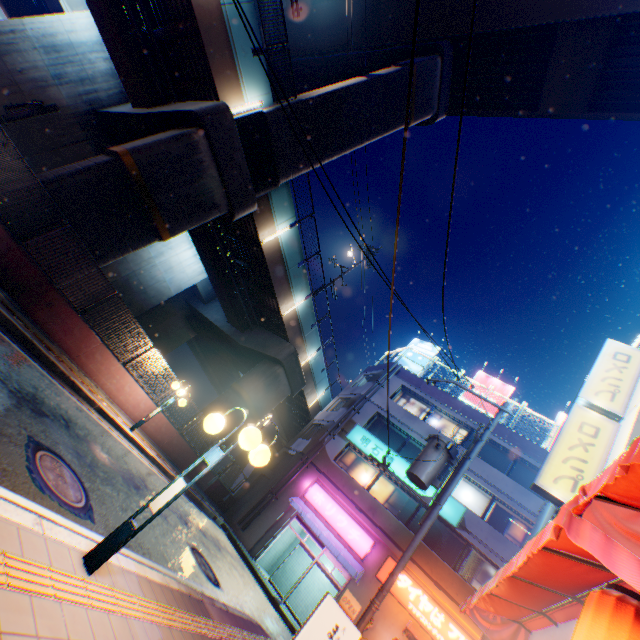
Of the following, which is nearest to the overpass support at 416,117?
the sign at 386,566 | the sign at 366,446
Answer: the sign at 366,446

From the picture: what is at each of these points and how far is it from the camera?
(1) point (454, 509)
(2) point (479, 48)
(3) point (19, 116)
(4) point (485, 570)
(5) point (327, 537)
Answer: (1) sign, 17.5m
(2) overpass support, 19.1m
(3) electric pole, 8.9m
(4) window glass, 16.0m
(5) awning, 16.9m

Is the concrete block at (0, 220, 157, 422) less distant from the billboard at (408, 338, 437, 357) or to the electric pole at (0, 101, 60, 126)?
the electric pole at (0, 101, 60, 126)

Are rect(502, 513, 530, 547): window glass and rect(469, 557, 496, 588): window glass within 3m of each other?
yes

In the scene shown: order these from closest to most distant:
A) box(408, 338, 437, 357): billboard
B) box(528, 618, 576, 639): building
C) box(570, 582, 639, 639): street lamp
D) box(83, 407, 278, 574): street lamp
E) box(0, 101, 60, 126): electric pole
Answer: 1. box(570, 582, 639, 639): street lamp
2. box(83, 407, 278, 574): street lamp
3. box(528, 618, 576, 639): building
4. box(0, 101, 60, 126): electric pole
5. box(408, 338, 437, 357): billboard

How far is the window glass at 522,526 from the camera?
16.70m

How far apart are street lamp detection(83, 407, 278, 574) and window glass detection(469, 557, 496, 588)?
17.7m

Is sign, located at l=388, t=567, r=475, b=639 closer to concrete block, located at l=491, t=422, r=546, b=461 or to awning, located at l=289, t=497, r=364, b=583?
awning, located at l=289, t=497, r=364, b=583
